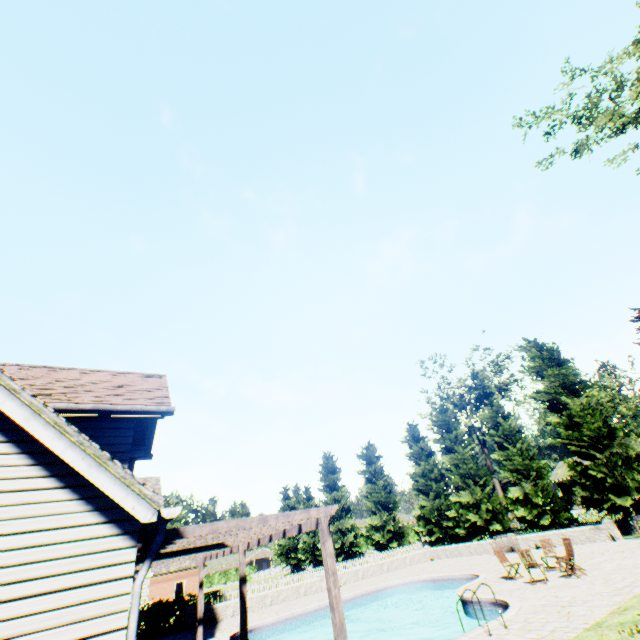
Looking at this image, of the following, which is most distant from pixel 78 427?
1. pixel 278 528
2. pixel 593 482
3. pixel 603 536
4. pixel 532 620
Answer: pixel 593 482

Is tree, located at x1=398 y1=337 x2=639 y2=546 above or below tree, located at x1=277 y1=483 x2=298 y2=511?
below

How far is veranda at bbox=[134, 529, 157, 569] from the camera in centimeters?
439cm

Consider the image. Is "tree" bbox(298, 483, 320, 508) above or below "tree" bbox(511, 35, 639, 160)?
below

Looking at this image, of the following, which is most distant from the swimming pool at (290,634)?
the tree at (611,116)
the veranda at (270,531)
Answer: the tree at (611,116)

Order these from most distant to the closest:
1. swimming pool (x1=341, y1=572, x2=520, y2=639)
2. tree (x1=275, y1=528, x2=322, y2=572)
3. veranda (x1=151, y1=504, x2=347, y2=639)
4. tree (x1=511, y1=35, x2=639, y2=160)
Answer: tree (x1=275, y1=528, x2=322, y2=572) < tree (x1=511, y1=35, x2=639, y2=160) < swimming pool (x1=341, y1=572, x2=520, y2=639) < veranda (x1=151, y1=504, x2=347, y2=639)

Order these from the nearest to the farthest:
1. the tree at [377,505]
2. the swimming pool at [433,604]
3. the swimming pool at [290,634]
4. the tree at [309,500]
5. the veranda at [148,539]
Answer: the veranda at [148,539]
the swimming pool at [433,604]
the swimming pool at [290,634]
the tree at [377,505]
the tree at [309,500]

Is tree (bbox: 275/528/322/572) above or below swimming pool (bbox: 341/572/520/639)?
above
